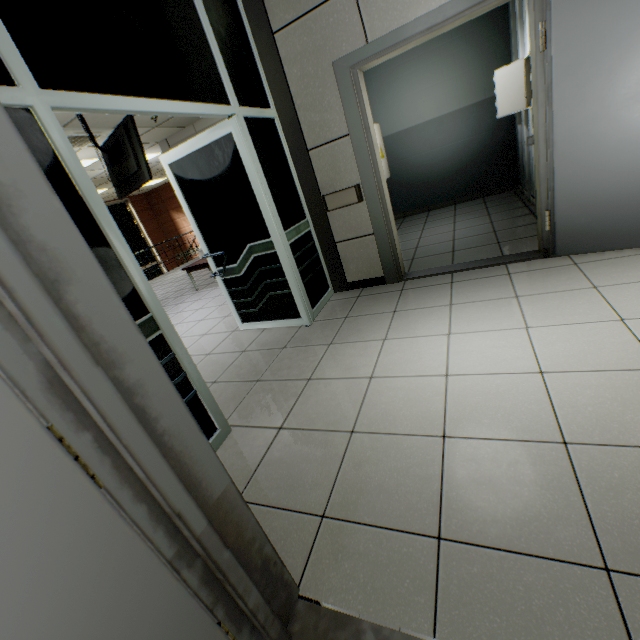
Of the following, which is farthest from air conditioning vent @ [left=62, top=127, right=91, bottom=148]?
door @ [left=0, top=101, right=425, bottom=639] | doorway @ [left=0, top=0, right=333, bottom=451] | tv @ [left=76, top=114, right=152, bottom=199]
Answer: door @ [left=0, top=101, right=425, bottom=639]

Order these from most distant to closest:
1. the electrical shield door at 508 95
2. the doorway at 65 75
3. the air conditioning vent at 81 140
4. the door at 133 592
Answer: the air conditioning vent at 81 140
the electrical shield door at 508 95
the doorway at 65 75
the door at 133 592

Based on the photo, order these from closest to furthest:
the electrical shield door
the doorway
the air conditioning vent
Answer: the doorway → the electrical shield door → the air conditioning vent

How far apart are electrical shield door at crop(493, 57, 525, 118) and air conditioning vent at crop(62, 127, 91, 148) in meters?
6.4

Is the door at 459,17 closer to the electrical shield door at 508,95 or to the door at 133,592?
the electrical shield door at 508,95

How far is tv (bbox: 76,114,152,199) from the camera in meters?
4.6 m

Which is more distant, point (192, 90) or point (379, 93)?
point (379, 93)

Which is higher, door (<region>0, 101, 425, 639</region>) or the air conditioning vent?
the air conditioning vent
